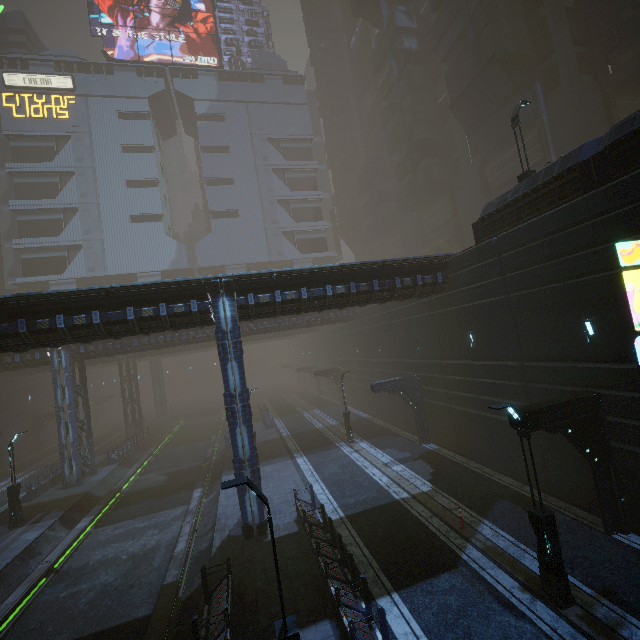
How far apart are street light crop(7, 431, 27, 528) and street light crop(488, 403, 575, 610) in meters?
27.1 m

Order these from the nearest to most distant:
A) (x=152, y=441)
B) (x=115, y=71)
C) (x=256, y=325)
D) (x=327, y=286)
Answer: (x=327, y=286), (x=256, y=325), (x=152, y=441), (x=115, y=71)

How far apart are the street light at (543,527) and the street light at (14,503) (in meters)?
27.14

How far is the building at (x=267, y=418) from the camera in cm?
3459

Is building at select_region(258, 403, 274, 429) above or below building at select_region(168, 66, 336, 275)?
below

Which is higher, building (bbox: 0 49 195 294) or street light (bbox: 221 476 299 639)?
building (bbox: 0 49 195 294)

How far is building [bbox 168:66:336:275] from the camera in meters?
55.7 m

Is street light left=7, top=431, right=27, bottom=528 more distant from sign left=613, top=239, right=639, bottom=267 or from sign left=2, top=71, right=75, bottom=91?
sign left=2, top=71, right=75, bottom=91
